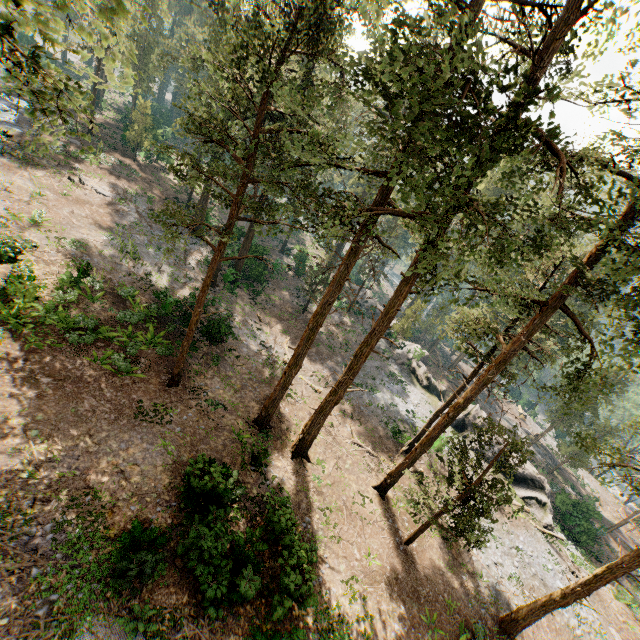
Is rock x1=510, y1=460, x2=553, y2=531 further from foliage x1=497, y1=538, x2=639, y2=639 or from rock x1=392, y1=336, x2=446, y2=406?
foliage x1=497, y1=538, x2=639, y2=639

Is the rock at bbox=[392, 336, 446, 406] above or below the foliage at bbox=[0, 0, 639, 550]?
below

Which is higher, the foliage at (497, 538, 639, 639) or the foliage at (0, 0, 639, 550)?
the foliage at (0, 0, 639, 550)

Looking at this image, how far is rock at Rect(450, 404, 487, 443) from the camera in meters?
31.8

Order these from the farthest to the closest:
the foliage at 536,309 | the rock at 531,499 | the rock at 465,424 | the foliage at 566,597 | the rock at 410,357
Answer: the rock at 410,357 < the rock at 465,424 < the rock at 531,499 < the foliage at 566,597 < the foliage at 536,309

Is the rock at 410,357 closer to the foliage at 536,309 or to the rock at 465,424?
the rock at 465,424

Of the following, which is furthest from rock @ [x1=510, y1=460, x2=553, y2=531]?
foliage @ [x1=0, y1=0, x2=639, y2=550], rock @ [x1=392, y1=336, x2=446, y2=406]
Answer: foliage @ [x1=0, y1=0, x2=639, y2=550]

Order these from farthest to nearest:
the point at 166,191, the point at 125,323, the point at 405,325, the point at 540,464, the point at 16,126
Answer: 1. the point at 540,464
2. the point at 405,325
3. the point at 166,191
4. the point at 16,126
5. the point at 125,323
